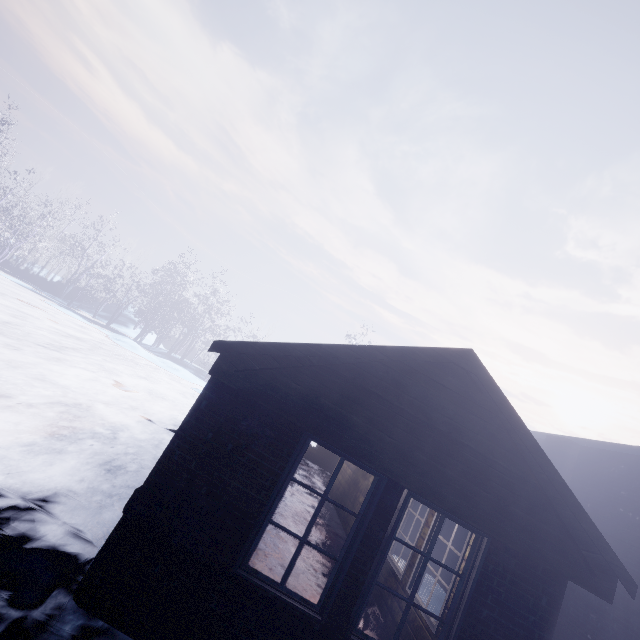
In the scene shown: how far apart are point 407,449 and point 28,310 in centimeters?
1758cm

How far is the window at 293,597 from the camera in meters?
2.8

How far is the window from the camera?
2.77m
